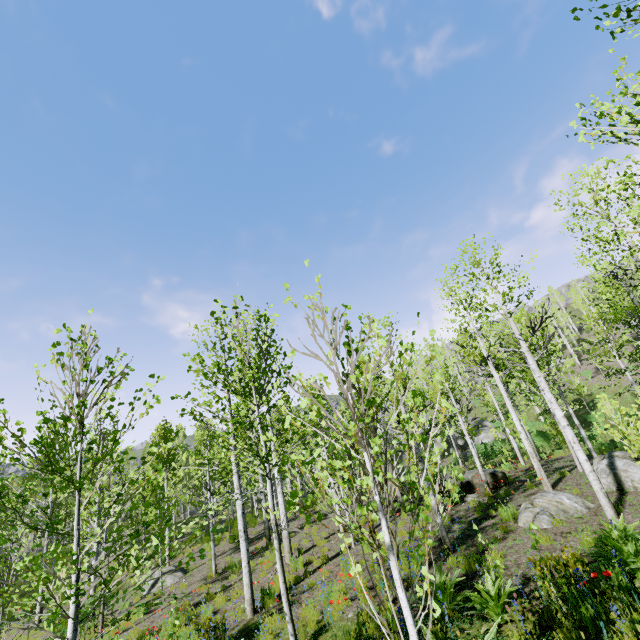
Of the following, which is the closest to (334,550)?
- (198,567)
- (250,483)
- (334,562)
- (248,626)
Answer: (334,562)
